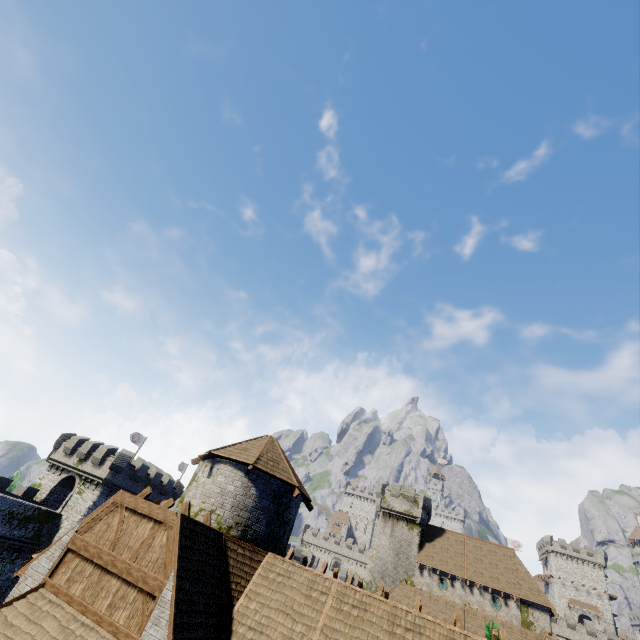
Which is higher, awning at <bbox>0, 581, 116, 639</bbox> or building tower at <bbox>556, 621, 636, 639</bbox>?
building tower at <bbox>556, 621, 636, 639</bbox>

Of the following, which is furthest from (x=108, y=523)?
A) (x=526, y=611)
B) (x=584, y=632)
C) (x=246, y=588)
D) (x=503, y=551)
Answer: (x=584, y=632)

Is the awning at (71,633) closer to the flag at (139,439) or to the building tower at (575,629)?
the flag at (139,439)

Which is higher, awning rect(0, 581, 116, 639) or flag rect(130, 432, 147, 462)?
flag rect(130, 432, 147, 462)

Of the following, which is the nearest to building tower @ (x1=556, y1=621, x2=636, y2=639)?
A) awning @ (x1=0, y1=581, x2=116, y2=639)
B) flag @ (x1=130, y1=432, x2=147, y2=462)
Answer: flag @ (x1=130, y1=432, x2=147, y2=462)

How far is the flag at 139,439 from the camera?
A: 45.0m

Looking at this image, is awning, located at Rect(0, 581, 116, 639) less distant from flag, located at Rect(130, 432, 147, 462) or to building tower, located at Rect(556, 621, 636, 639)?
flag, located at Rect(130, 432, 147, 462)

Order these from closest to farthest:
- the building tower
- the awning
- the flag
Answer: the awning, the flag, the building tower
